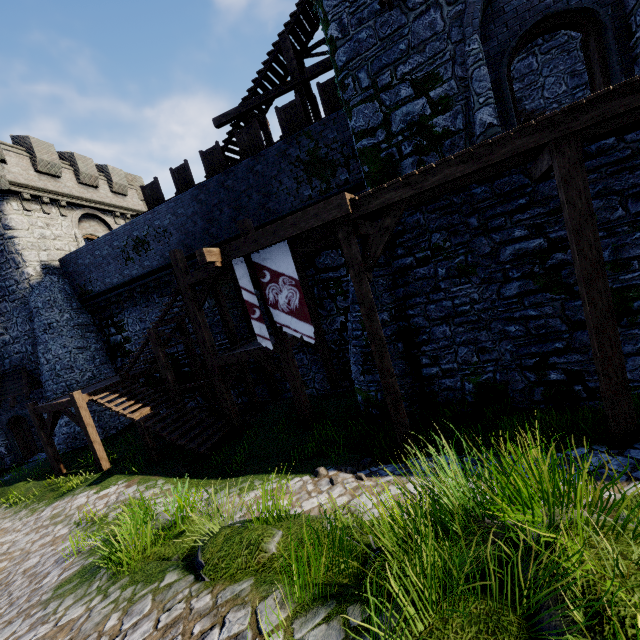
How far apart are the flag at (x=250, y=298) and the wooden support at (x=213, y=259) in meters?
0.3

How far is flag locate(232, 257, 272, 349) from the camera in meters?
8.4 m

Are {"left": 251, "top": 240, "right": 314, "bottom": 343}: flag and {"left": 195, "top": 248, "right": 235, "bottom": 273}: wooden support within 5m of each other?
yes

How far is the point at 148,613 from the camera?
3.3 meters

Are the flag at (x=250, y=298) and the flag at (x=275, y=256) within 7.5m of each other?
yes

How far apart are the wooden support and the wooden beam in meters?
7.4 m

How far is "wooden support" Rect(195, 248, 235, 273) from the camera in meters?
7.9 m

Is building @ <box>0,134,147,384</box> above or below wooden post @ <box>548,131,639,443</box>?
above
